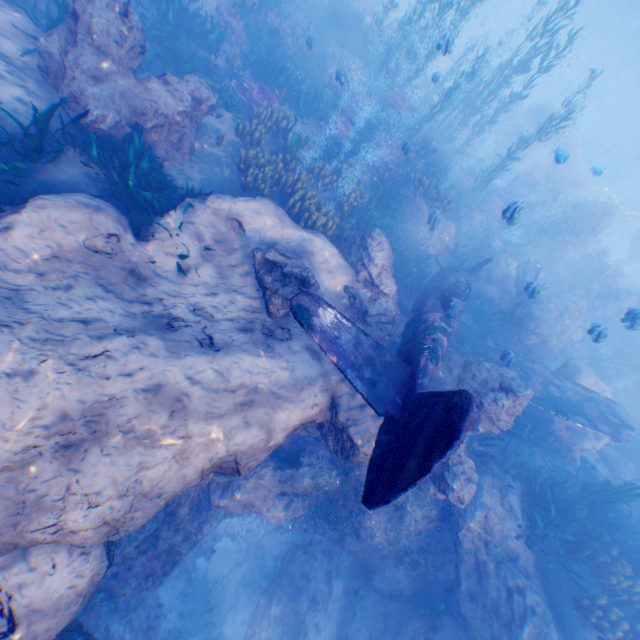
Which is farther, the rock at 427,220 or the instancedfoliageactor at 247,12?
the rock at 427,220

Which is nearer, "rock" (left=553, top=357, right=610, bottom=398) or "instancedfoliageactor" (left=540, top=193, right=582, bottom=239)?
"rock" (left=553, top=357, right=610, bottom=398)

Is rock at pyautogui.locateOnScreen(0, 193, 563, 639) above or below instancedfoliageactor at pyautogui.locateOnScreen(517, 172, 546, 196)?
below

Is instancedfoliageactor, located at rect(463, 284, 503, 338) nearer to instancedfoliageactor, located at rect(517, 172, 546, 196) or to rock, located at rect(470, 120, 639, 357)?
rock, located at rect(470, 120, 639, 357)

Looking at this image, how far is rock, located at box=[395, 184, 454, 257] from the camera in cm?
1238

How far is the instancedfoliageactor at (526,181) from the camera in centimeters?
2388cm

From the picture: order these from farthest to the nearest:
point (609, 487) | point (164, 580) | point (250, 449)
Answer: point (164, 580)
point (609, 487)
point (250, 449)
